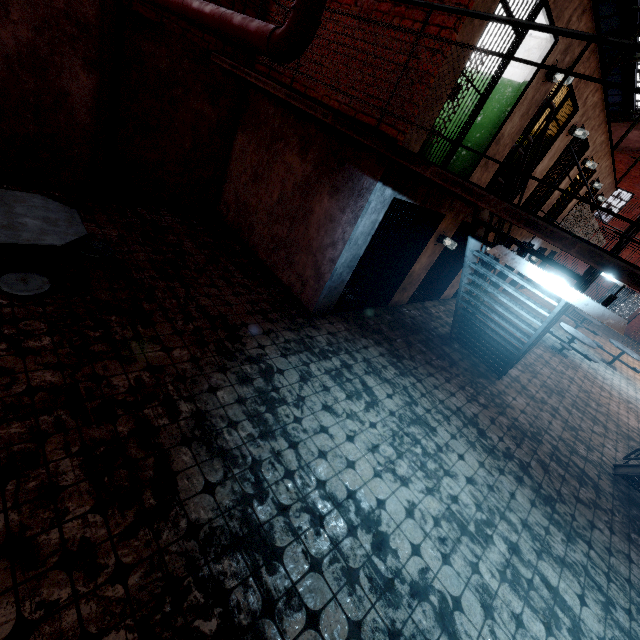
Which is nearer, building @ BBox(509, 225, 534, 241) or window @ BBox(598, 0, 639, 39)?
window @ BBox(598, 0, 639, 39)

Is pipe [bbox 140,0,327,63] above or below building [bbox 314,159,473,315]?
above

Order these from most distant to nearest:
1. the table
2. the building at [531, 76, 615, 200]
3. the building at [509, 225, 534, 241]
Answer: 1. the building at [509, 225, 534, 241]
2. the building at [531, 76, 615, 200]
3. the table

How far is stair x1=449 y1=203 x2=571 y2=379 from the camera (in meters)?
4.17

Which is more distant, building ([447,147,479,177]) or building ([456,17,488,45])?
building ([447,147,479,177])

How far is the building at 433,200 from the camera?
4.9m

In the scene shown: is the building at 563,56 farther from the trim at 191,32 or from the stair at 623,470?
the stair at 623,470

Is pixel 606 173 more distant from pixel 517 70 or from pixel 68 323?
pixel 68 323
